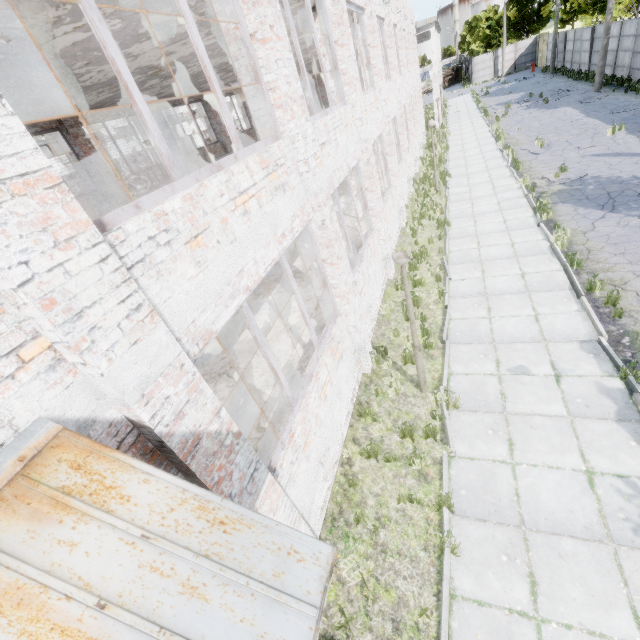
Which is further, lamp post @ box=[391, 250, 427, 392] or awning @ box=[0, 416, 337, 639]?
lamp post @ box=[391, 250, 427, 392]

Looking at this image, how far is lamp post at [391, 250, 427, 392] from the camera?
5.3m

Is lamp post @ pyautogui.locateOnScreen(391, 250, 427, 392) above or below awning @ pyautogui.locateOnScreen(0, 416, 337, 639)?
below

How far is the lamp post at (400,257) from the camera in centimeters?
534cm

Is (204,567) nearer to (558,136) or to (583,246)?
(583,246)

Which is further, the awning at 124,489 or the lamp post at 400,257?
the lamp post at 400,257
